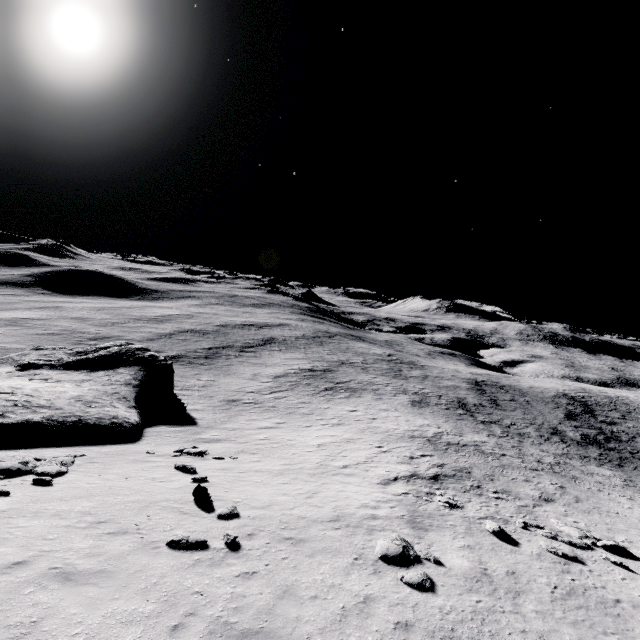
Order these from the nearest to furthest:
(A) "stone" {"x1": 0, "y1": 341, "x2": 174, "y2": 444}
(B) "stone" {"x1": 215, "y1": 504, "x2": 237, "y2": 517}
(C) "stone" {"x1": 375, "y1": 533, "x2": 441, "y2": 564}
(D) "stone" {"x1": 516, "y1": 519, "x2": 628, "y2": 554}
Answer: (C) "stone" {"x1": 375, "y1": 533, "x2": 441, "y2": 564}, (B) "stone" {"x1": 215, "y1": 504, "x2": 237, "y2": 517}, (D) "stone" {"x1": 516, "y1": 519, "x2": 628, "y2": 554}, (A) "stone" {"x1": 0, "y1": 341, "x2": 174, "y2": 444}

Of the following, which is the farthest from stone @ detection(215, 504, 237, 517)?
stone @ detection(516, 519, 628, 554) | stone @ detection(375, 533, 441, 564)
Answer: stone @ detection(516, 519, 628, 554)

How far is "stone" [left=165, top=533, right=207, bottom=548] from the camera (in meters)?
9.27

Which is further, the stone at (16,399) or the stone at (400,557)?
the stone at (16,399)

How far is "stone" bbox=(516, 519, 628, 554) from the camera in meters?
14.6 m

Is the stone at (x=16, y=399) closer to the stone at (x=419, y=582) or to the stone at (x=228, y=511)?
the stone at (x=228, y=511)

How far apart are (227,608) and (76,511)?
6.6 meters

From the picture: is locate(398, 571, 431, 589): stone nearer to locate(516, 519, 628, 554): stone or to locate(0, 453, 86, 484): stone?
locate(516, 519, 628, 554): stone
